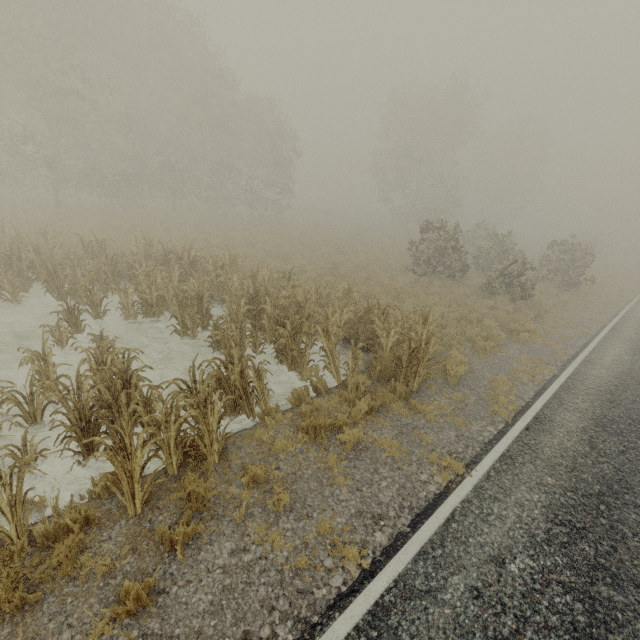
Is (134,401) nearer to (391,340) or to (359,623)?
(359,623)
